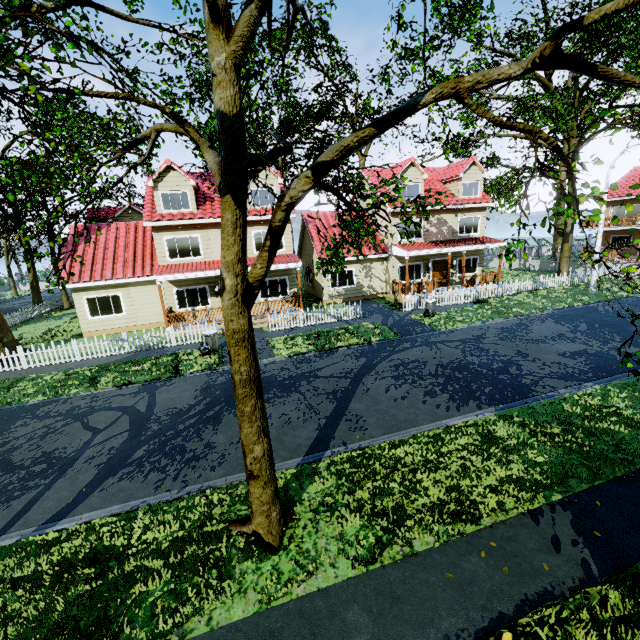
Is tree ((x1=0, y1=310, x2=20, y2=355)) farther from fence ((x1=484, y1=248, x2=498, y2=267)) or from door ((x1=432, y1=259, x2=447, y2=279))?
door ((x1=432, y1=259, x2=447, y2=279))

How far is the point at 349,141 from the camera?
3.7m

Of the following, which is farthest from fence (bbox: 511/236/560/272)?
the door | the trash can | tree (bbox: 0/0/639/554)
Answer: the door

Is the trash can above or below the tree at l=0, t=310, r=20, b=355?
below

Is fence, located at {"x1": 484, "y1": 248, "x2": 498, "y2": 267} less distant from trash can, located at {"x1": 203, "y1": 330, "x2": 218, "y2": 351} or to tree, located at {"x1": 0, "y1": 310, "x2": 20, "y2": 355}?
tree, located at {"x1": 0, "y1": 310, "x2": 20, "y2": 355}

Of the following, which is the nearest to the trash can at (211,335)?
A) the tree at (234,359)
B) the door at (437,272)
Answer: the tree at (234,359)

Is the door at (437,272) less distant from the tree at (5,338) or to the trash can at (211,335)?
the tree at (5,338)

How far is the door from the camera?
24.0m
